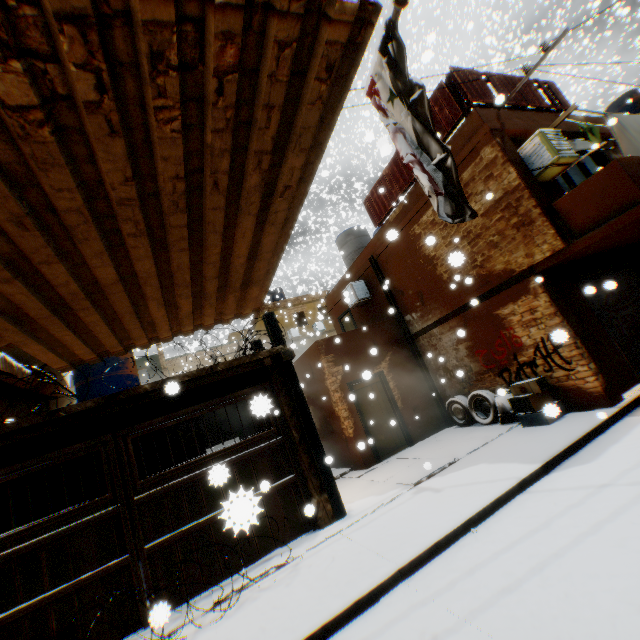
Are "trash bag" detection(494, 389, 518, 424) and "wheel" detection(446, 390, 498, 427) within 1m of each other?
yes

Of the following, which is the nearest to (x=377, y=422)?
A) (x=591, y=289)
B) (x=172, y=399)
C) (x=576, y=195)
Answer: (x=172, y=399)

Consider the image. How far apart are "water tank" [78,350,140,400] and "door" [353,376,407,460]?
1.7 meters

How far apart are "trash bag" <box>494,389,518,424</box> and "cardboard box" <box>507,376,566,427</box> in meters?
0.1 m

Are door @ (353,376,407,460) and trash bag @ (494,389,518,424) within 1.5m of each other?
yes

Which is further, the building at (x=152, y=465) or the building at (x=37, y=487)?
the building at (x=152, y=465)

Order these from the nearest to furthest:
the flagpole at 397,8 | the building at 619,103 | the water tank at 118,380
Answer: the flagpole at 397,8 → the water tank at 118,380 → the building at 619,103

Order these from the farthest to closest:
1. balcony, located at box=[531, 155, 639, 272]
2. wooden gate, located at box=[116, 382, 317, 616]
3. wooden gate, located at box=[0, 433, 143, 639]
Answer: balcony, located at box=[531, 155, 639, 272]
wooden gate, located at box=[116, 382, 317, 616]
wooden gate, located at box=[0, 433, 143, 639]
